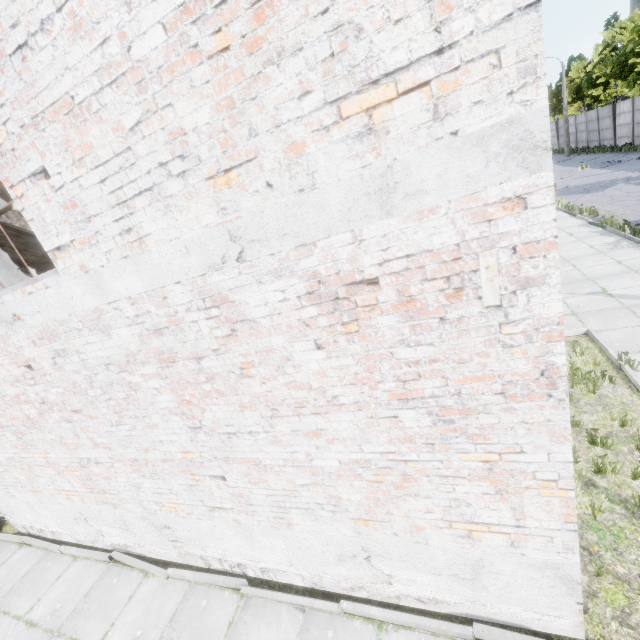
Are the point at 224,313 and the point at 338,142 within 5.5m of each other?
yes
